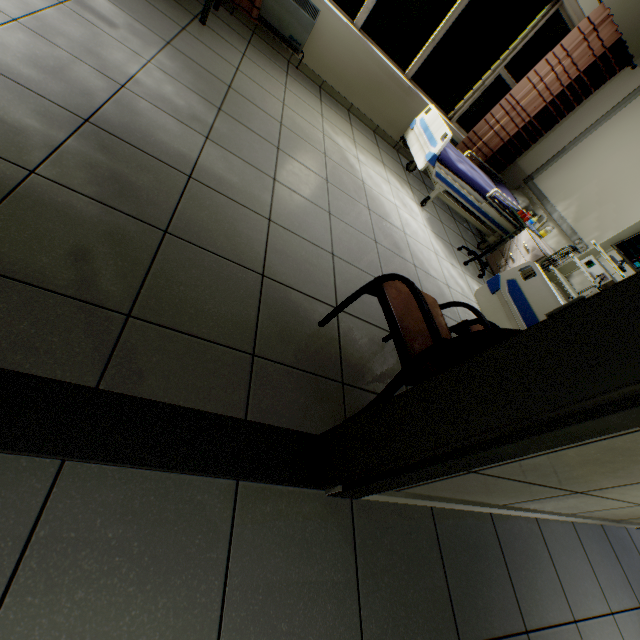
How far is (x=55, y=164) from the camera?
1.3 meters

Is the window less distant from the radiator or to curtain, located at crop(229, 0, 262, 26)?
curtain, located at crop(229, 0, 262, 26)

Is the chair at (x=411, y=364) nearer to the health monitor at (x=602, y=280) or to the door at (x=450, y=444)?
the door at (x=450, y=444)

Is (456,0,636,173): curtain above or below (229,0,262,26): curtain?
above

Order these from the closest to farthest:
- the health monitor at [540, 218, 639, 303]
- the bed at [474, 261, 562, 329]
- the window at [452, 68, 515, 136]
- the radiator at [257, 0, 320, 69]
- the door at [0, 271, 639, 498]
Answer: the door at [0, 271, 639, 498]
the bed at [474, 261, 562, 329]
the health monitor at [540, 218, 639, 303]
the radiator at [257, 0, 320, 69]
the window at [452, 68, 515, 136]

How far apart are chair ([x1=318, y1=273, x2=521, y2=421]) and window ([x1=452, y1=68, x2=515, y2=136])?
4.5m

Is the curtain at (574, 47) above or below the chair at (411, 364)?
above

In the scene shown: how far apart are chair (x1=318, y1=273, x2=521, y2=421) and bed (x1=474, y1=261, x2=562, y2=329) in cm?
73
